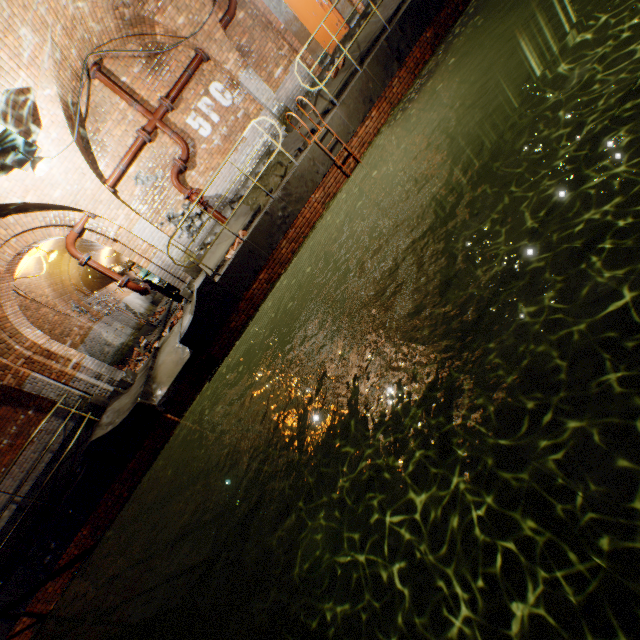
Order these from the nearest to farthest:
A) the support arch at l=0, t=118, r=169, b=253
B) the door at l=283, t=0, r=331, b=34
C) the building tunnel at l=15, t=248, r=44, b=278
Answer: the support arch at l=0, t=118, r=169, b=253, the door at l=283, t=0, r=331, b=34, the building tunnel at l=15, t=248, r=44, b=278

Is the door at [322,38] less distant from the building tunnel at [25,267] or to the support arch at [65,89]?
the support arch at [65,89]

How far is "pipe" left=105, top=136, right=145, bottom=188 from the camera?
8.1 meters

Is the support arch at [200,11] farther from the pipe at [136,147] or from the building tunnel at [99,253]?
the building tunnel at [99,253]

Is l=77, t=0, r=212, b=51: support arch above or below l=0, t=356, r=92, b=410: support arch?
above

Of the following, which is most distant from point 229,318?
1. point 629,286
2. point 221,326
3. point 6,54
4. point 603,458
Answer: point 629,286

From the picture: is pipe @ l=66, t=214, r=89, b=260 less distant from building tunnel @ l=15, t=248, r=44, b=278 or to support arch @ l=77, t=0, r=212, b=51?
building tunnel @ l=15, t=248, r=44, b=278

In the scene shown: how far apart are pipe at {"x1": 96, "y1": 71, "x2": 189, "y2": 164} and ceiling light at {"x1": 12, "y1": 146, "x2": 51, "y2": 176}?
2.6m
